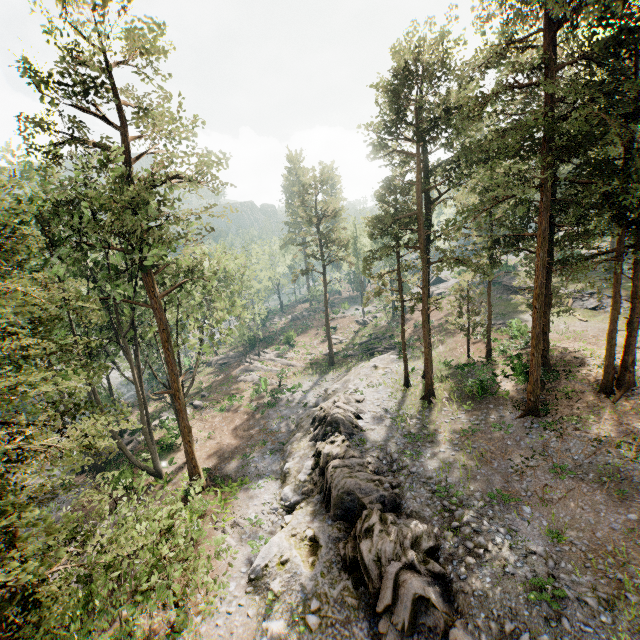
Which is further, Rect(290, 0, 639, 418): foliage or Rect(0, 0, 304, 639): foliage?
Rect(290, 0, 639, 418): foliage

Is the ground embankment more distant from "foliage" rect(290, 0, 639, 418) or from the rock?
the rock

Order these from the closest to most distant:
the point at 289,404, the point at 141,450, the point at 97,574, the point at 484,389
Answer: the point at 97,574 < the point at 484,389 < the point at 141,450 < the point at 289,404

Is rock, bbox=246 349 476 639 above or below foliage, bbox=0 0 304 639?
below

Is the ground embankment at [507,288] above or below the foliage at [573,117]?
below

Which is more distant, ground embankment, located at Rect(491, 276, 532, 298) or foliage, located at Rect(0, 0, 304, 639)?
ground embankment, located at Rect(491, 276, 532, 298)

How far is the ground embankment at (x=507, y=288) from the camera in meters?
44.5 m
